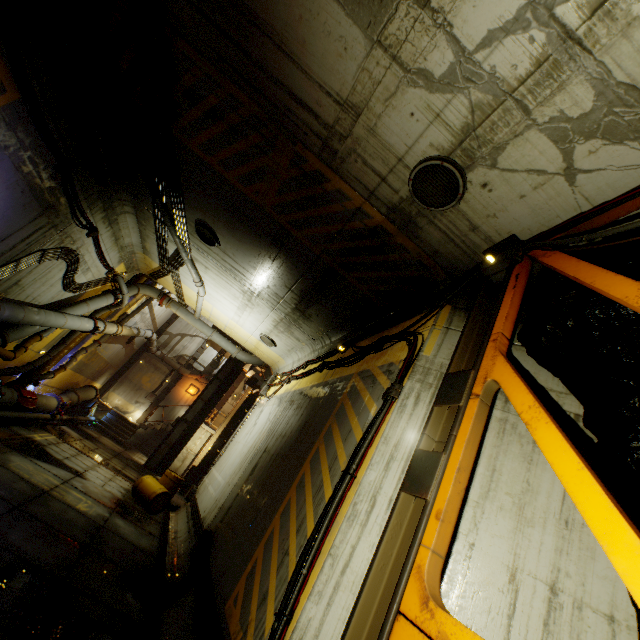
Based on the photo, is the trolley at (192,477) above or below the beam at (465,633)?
below

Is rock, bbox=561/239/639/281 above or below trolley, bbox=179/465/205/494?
above

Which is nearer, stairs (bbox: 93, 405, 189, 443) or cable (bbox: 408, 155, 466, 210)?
cable (bbox: 408, 155, 466, 210)

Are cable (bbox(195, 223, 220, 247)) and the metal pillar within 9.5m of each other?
no

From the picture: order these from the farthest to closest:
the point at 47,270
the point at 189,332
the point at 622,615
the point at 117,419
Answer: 1. the point at 189,332
2. the point at 117,419
3. the point at 47,270
4. the point at 622,615

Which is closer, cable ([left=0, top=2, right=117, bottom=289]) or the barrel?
cable ([left=0, top=2, right=117, bottom=289])

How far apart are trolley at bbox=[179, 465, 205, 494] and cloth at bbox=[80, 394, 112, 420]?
7.0m

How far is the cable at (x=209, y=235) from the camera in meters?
9.0 m
